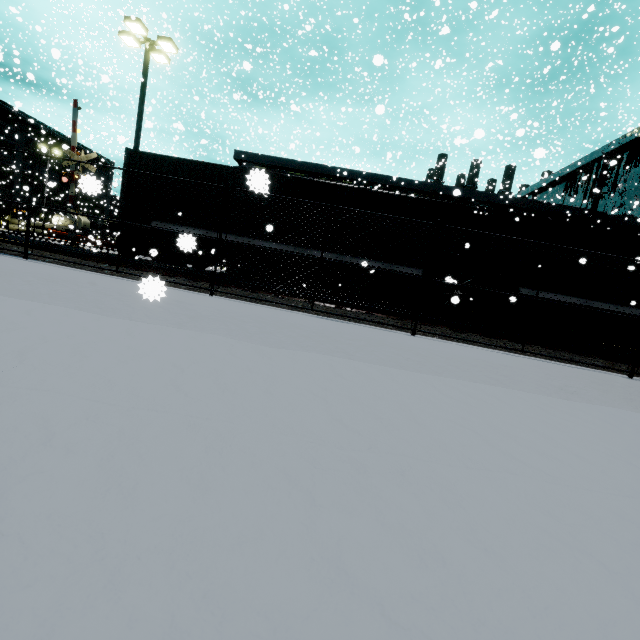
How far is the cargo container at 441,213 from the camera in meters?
11.1 m

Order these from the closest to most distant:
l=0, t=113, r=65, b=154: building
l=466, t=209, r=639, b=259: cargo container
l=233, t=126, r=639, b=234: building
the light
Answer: l=466, t=209, r=639, b=259: cargo container
the light
l=233, t=126, r=639, b=234: building
l=0, t=113, r=65, b=154: building

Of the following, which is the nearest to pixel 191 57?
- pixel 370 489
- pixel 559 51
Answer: pixel 370 489

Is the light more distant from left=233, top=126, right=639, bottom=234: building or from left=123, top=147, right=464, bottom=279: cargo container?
left=233, top=126, right=639, bottom=234: building

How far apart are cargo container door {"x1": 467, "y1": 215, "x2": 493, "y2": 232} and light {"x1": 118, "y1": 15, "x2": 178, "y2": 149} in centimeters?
1519cm

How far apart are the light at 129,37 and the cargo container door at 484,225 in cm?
1519

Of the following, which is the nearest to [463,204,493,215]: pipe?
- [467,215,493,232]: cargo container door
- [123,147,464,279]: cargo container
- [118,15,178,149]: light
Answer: [123,147,464,279]: cargo container
